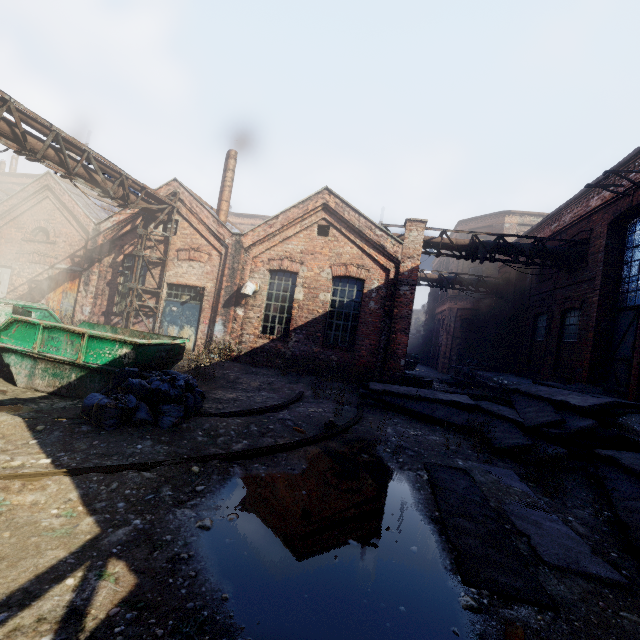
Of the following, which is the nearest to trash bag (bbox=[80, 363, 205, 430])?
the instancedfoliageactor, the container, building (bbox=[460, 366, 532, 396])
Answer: the container

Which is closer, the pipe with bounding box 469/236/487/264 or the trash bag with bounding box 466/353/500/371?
the pipe with bounding box 469/236/487/264

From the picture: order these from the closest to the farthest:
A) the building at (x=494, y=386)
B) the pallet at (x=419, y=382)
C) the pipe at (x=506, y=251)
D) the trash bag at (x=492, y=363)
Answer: the pallet at (x=419, y=382), the pipe at (x=506, y=251), the building at (x=494, y=386), the trash bag at (x=492, y=363)

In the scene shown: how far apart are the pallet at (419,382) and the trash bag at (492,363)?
7.32m

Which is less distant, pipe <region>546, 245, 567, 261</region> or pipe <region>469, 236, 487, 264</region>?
pipe <region>546, 245, 567, 261</region>

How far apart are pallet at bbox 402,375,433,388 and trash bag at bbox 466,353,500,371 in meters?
7.3

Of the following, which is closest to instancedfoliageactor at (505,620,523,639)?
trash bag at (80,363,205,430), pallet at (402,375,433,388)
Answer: trash bag at (80,363,205,430)

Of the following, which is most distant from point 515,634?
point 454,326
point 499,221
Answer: point 499,221
